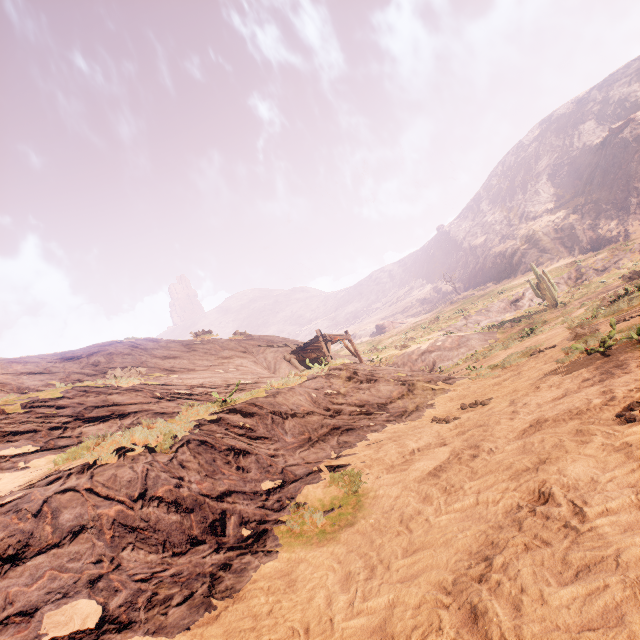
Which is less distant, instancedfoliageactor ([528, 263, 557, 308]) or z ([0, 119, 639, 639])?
z ([0, 119, 639, 639])

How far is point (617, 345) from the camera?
6.97m

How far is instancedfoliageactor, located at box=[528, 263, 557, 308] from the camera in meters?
26.2

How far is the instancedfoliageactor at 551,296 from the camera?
26.2m

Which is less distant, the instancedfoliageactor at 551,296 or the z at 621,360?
the z at 621,360
